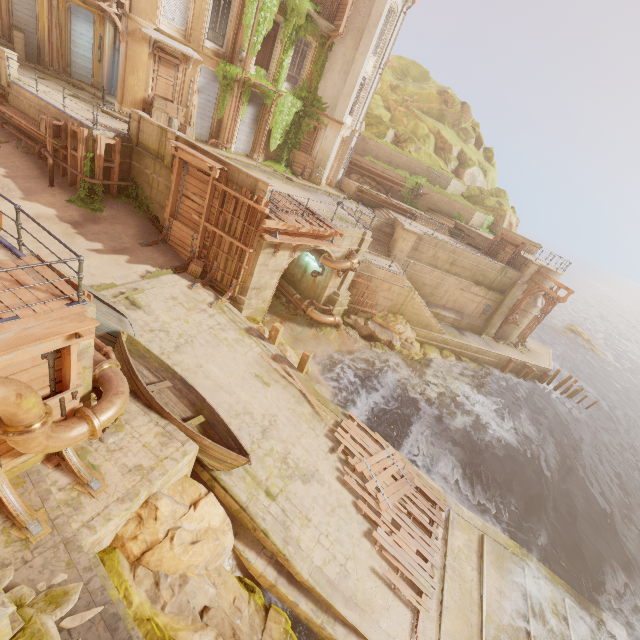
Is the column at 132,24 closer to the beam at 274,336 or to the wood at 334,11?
the wood at 334,11

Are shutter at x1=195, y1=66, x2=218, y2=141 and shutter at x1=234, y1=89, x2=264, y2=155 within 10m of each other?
yes

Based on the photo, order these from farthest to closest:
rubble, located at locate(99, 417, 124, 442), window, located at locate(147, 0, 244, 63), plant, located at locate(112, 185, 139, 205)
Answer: window, located at locate(147, 0, 244, 63), plant, located at locate(112, 185, 139, 205), rubble, located at locate(99, 417, 124, 442)

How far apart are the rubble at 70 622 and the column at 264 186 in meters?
12.0

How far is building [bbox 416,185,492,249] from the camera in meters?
27.3 m

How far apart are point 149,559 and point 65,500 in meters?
2.1

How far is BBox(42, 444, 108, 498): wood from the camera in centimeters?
648cm

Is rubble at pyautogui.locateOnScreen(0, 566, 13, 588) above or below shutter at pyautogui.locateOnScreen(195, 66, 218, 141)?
below
